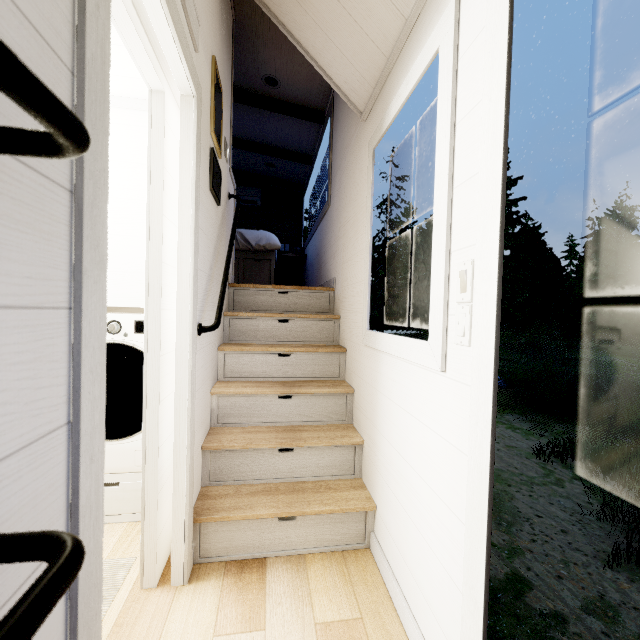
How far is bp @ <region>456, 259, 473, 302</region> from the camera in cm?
100

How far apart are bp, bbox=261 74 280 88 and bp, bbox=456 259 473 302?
3.6m

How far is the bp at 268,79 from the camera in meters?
3.5 m

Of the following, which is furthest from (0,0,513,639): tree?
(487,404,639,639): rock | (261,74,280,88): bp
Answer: (487,404,639,639): rock

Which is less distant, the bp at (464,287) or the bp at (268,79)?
the bp at (464,287)

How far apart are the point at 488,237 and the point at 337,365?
1.8m

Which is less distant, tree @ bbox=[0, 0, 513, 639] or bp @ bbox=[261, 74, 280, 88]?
tree @ bbox=[0, 0, 513, 639]

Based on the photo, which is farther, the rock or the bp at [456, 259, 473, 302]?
the rock
